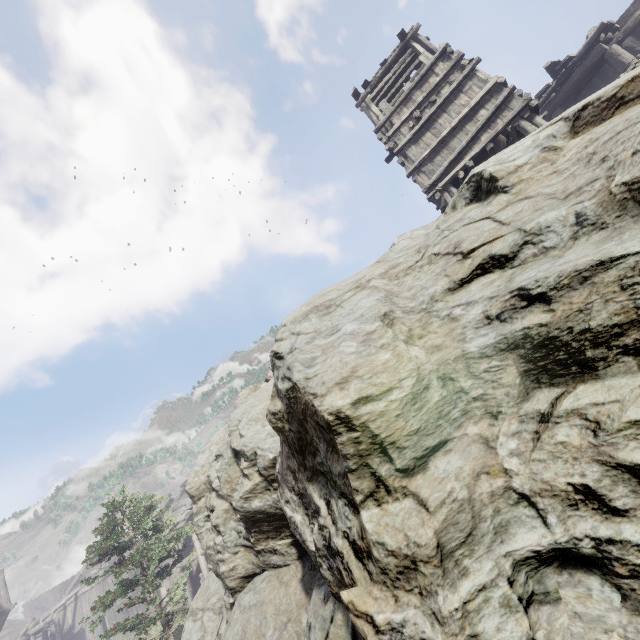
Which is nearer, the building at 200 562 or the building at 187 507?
the building at 200 562

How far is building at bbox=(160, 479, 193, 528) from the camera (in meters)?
22.97

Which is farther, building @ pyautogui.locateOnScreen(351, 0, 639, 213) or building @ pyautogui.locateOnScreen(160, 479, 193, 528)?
building @ pyautogui.locateOnScreen(160, 479, 193, 528)

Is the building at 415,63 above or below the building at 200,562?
above

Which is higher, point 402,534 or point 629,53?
point 629,53

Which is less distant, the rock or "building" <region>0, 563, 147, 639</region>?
the rock
